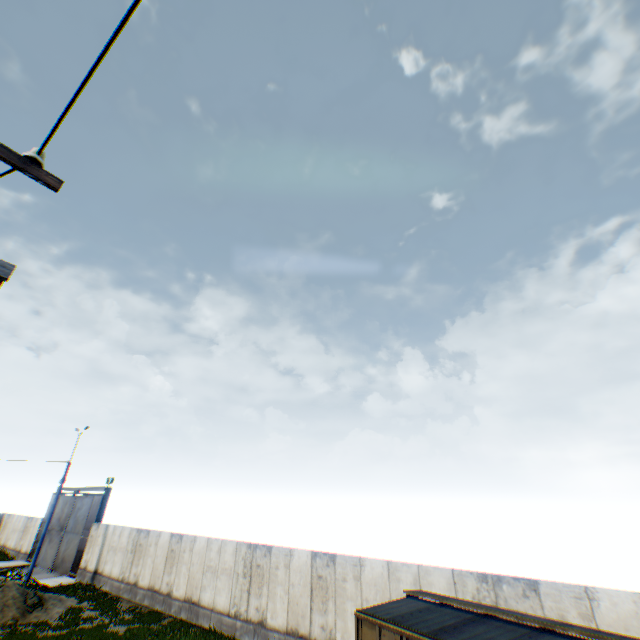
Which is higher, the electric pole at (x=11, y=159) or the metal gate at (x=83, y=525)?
the electric pole at (x=11, y=159)

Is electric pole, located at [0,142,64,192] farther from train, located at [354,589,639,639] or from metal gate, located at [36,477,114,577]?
metal gate, located at [36,477,114,577]

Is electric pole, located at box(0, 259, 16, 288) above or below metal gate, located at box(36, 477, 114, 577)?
above

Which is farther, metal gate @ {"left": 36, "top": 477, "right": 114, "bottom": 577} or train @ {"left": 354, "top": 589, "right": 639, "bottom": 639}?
metal gate @ {"left": 36, "top": 477, "right": 114, "bottom": 577}

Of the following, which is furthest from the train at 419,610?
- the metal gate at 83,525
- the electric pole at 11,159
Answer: the metal gate at 83,525

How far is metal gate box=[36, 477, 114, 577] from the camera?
25.7 meters

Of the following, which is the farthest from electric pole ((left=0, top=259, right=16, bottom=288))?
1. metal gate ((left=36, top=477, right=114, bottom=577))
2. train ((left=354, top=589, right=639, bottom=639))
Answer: metal gate ((left=36, top=477, right=114, bottom=577))

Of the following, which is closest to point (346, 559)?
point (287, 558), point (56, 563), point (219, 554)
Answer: point (287, 558)
